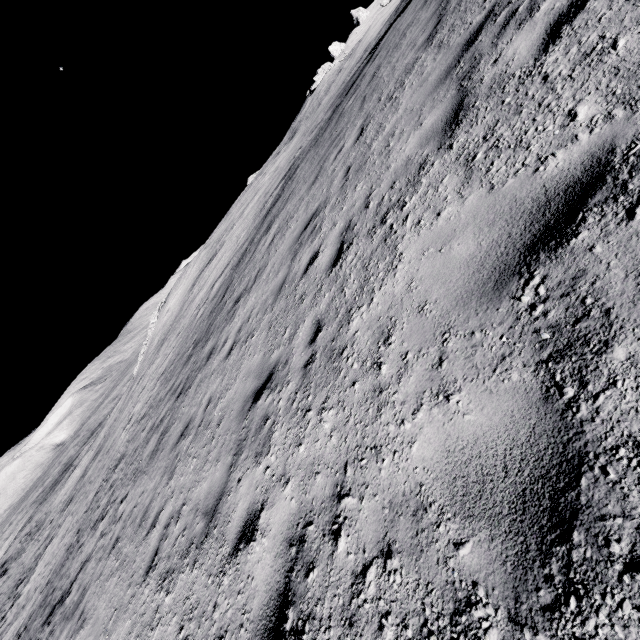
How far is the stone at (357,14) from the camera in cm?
5819

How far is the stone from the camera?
58.2m

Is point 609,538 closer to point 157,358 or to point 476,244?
point 476,244
